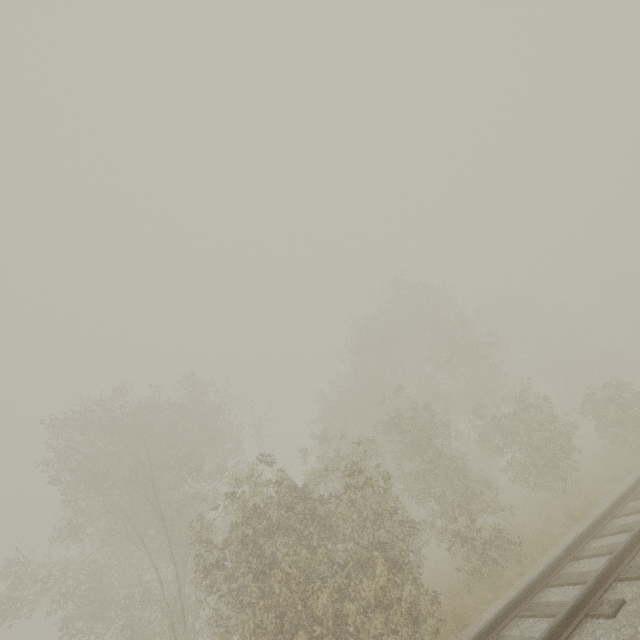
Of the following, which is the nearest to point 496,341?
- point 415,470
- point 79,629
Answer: point 415,470
